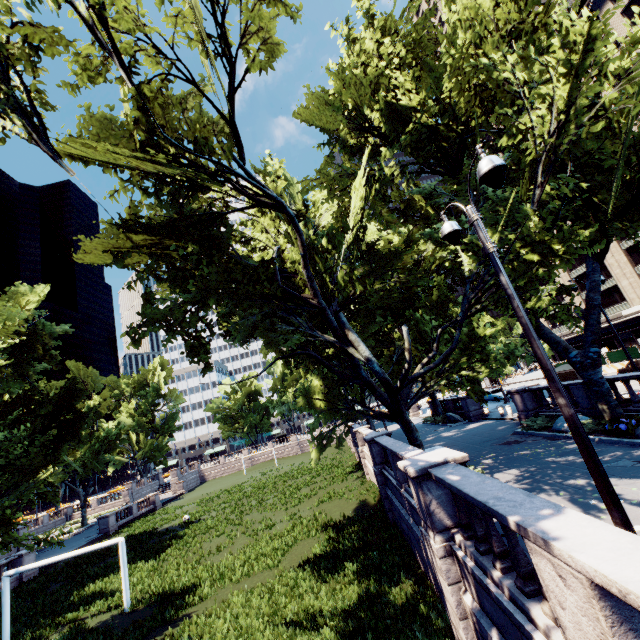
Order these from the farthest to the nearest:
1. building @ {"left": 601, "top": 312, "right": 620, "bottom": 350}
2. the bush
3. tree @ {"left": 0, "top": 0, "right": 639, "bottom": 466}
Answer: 1. building @ {"left": 601, "top": 312, "right": 620, "bottom": 350}
2. the bush
3. tree @ {"left": 0, "top": 0, "right": 639, "bottom": 466}

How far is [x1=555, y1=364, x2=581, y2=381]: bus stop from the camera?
21.7m

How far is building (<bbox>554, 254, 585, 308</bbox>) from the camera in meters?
52.2

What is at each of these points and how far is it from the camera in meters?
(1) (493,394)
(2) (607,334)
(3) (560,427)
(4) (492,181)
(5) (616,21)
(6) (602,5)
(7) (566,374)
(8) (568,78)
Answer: (1) vehicle, 37.3
(2) building, 50.3
(3) rock, 15.5
(4) light, 5.2
(5) building, 38.6
(6) building, 39.6
(7) bus stop, 22.4
(8) tree, 9.9

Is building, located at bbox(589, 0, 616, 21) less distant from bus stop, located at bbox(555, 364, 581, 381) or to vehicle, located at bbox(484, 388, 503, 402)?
vehicle, located at bbox(484, 388, 503, 402)

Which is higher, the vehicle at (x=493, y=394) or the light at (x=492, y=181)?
the light at (x=492, y=181)

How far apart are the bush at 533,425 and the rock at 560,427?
0.08m
